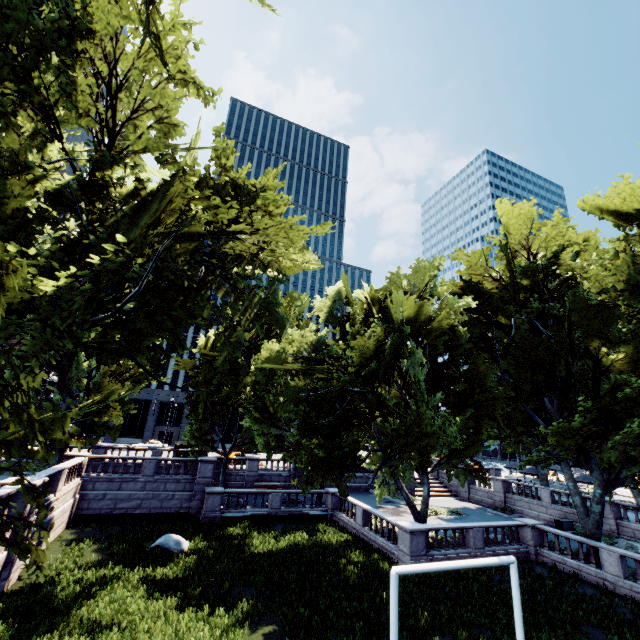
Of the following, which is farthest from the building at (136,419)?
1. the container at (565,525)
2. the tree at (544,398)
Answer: the container at (565,525)

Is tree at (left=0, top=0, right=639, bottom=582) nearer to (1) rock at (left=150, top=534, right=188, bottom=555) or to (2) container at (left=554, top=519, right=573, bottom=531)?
(2) container at (left=554, top=519, right=573, bottom=531)

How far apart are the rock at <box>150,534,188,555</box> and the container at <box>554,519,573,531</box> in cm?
2989

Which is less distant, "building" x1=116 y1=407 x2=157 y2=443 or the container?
the container

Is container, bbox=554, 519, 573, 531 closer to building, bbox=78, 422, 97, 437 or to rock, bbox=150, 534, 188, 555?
rock, bbox=150, 534, 188, 555

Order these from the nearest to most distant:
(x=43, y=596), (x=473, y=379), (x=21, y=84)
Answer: (x=21, y=84), (x=43, y=596), (x=473, y=379)

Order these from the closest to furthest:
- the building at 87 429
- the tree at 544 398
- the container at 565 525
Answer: the tree at 544 398
the container at 565 525
the building at 87 429

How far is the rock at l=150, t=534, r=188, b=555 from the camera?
18.0m
